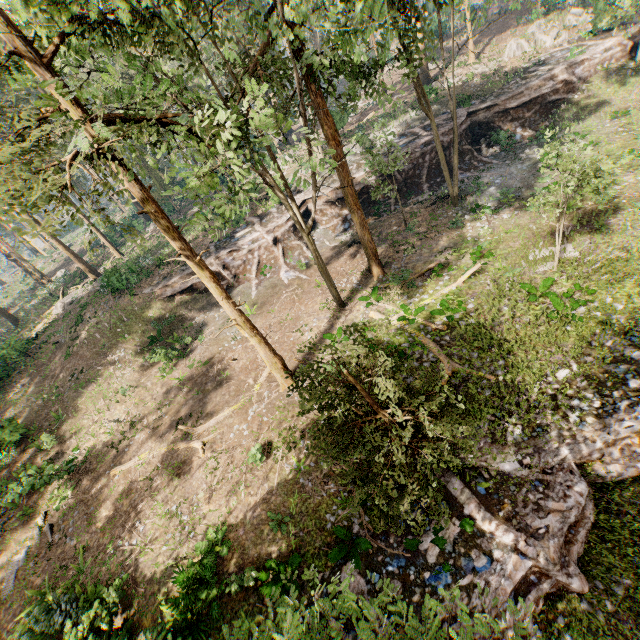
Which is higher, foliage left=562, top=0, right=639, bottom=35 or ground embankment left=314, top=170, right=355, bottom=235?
foliage left=562, top=0, right=639, bottom=35

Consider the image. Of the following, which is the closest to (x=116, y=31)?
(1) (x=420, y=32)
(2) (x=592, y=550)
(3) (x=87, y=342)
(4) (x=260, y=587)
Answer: (1) (x=420, y=32)

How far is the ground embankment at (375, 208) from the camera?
27.5 meters

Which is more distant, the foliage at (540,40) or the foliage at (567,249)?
the foliage at (540,40)

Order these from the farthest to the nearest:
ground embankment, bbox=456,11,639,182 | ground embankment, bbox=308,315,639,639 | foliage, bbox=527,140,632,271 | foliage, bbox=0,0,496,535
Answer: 1. ground embankment, bbox=456,11,639,182
2. foliage, bbox=527,140,632,271
3. ground embankment, bbox=308,315,639,639
4. foliage, bbox=0,0,496,535

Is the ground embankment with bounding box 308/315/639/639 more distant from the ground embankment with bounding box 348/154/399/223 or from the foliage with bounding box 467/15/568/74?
the ground embankment with bounding box 348/154/399/223

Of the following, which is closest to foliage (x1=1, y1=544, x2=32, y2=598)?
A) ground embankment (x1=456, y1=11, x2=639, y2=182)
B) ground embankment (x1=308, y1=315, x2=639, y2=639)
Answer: ground embankment (x1=308, y1=315, x2=639, y2=639)

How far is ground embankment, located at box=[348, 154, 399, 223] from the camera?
27.5m
